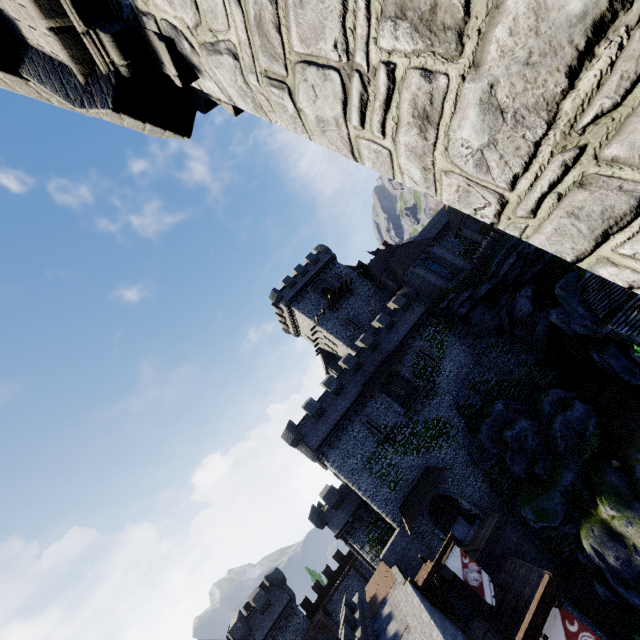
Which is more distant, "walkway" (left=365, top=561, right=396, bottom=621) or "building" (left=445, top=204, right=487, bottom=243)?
"building" (left=445, top=204, right=487, bottom=243)

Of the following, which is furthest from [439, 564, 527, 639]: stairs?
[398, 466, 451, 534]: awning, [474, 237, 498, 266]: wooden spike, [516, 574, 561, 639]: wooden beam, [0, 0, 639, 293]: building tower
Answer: [474, 237, 498, 266]: wooden spike

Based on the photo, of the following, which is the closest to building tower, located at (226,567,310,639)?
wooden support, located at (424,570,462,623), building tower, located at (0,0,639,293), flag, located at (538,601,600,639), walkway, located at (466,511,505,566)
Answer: walkway, located at (466,511,505,566)

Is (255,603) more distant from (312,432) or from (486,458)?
(486,458)

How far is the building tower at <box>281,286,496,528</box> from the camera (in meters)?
28.03

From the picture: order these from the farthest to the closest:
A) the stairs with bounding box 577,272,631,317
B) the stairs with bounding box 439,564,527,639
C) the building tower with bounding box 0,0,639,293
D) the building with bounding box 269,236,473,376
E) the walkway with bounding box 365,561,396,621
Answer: the building with bounding box 269,236,473,376, the stairs with bounding box 577,272,631,317, the walkway with bounding box 365,561,396,621, the stairs with bounding box 439,564,527,639, the building tower with bounding box 0,0,639,293

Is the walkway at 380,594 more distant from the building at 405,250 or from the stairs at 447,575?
the building at 405,250

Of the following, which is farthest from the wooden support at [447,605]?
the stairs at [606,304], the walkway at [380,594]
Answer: the stairs at [606,304]
